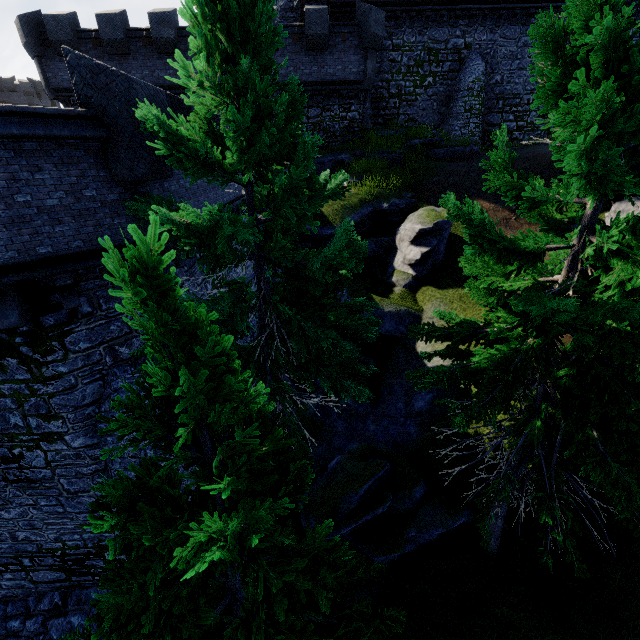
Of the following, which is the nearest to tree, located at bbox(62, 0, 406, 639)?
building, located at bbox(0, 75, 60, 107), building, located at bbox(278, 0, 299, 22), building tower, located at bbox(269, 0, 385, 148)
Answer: building tower, located at bbox(269, 0, 385, 148)

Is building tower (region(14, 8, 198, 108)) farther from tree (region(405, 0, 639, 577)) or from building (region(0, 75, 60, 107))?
building (region(0, 75, 60, 107))

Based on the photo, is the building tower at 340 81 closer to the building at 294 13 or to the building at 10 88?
the building at 294 13

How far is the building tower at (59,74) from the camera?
18.47m

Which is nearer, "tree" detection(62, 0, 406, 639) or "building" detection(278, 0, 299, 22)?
"tree" detection(62, 0, 406, 639)

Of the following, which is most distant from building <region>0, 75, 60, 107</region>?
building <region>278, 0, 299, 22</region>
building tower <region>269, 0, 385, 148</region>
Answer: building <region>278, 0, 299, 22</region>

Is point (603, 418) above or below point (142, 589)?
above
